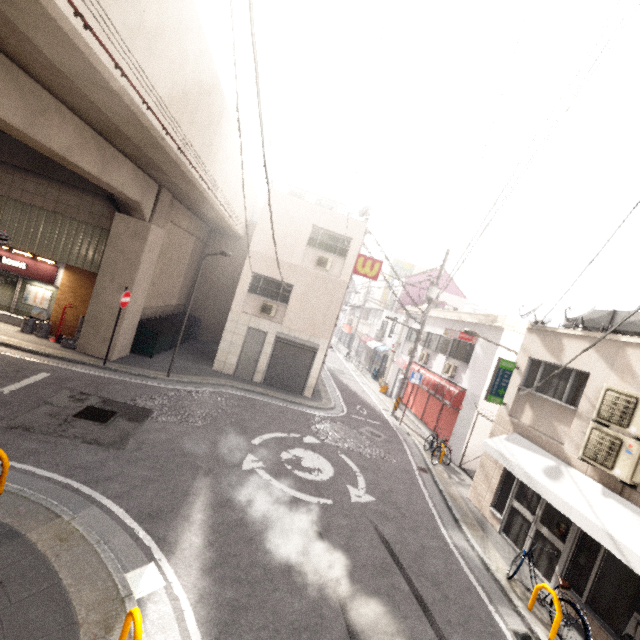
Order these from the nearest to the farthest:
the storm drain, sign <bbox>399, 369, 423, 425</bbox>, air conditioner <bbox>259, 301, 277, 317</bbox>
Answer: the storm drain < air conditioner <bbox>259, 301, 277, 317</bbox> < sign <bbox>399, 369, 423, 425</bbox>

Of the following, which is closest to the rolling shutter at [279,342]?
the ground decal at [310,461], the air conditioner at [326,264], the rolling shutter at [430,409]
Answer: the air conditioner at [326,264]

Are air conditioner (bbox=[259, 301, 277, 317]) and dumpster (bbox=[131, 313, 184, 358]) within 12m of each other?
yes

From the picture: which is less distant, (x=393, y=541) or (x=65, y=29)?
(x=65, y=29)

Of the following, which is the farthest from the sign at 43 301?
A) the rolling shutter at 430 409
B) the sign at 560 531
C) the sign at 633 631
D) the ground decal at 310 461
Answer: the sign at 633 631

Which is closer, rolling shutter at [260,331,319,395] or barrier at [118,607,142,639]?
barrier at [118,607,142,639]

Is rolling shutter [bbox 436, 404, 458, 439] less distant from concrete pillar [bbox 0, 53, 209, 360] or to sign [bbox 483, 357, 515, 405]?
sign [bbox 483, 357, 515, 405]

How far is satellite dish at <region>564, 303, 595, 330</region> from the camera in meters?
8.2 m
